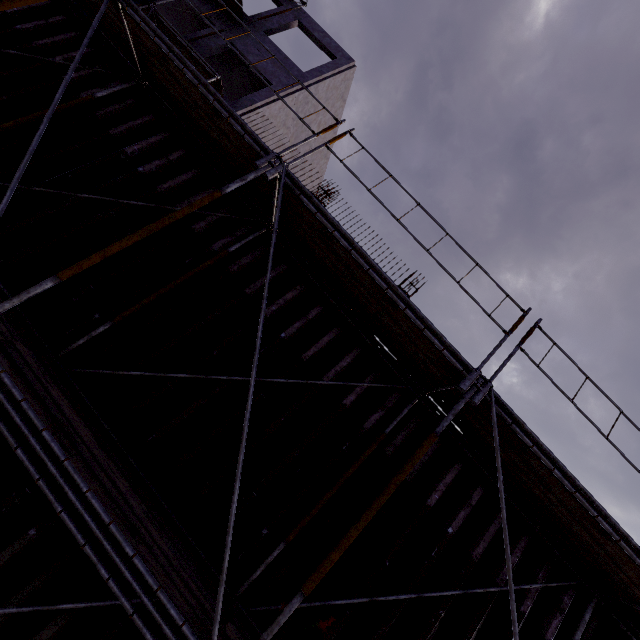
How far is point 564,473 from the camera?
4.0 meters

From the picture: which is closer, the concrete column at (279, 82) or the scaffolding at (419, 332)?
the scaffolding at (419, 332)

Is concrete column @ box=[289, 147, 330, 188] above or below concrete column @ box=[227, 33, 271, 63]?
above

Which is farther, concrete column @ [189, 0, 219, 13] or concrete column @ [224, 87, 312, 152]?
concrete column @ [189, 0, 219, 13]

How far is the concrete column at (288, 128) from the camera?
13.41m

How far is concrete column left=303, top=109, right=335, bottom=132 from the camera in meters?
16.6
